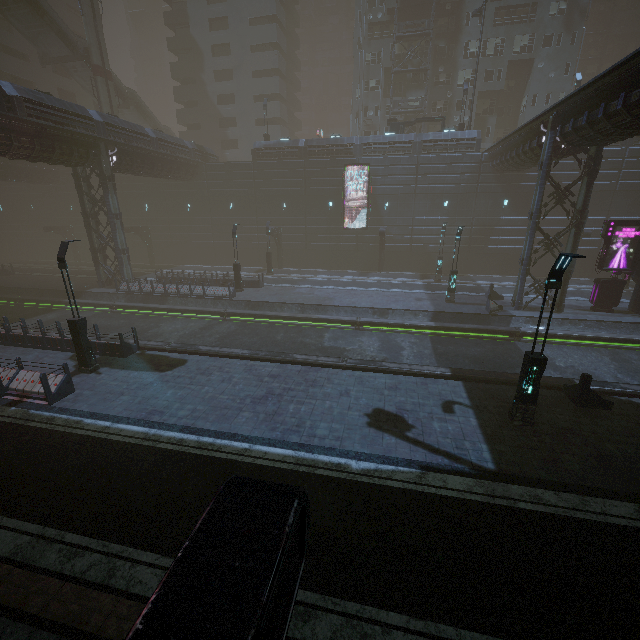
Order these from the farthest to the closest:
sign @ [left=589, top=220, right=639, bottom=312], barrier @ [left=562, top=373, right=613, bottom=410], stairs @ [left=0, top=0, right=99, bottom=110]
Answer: stairs @ [left=0, top=0, right=99, bottom=110], sign @ [left=589, top=220, right=639, bottom=312], barrier @ [left=562, top=373, right=613, bottom=410]

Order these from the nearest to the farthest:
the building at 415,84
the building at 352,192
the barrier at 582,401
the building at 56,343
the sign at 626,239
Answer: the barrier at 582,401
the building at 56,343
the sign at 626,239
the building at 352,192
the building at 415,84

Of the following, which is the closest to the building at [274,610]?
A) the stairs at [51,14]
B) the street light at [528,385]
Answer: the street light at [528,385]

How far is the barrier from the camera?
11.3m

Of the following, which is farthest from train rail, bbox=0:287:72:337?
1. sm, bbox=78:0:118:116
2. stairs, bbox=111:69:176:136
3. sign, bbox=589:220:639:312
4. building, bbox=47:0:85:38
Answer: building, bbox=47:0:85:38

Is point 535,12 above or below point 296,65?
below

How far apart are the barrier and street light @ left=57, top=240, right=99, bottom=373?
19.4m

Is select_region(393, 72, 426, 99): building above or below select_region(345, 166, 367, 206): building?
above
